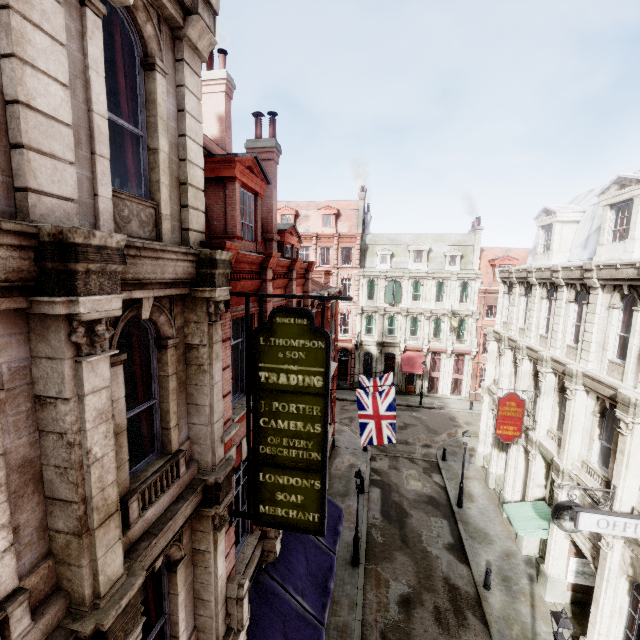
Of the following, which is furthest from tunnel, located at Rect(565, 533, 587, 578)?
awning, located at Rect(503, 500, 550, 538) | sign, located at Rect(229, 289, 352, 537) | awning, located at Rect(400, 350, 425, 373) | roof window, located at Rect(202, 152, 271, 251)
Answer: awning, located at Rect(400, 350, 425, 373)

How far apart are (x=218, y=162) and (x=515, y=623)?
19.7m

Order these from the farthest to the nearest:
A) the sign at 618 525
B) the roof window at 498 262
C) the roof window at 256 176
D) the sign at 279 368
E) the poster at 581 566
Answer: the roof window at 498 262 → the poster at 581 566 → the roof window at 256 176 → the sign at 618 525 → the sign at 279 368

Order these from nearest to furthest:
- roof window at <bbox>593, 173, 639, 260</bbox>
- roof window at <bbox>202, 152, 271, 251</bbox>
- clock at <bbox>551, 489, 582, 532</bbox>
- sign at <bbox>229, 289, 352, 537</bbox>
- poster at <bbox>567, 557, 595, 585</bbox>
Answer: sign at <bbox>229, 289, 352, 537</bbox>
roof window at <bbox>202, 152, 271, 251</bbox>
clock at <bbox>551, 489, 582, 532</bbox>
roof window at <bbox>593, 173, 639, 260</bbox>
poster at <bbox>567, 557, 595, 585</bbox>

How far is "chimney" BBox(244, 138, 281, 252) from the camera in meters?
12.6 m

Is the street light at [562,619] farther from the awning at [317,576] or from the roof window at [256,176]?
the roof window at [256,176]

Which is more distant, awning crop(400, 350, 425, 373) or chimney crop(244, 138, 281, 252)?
awning crop(400, 350, 425, 373)

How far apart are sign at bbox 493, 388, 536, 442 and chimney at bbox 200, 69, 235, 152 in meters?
A: 16.2
